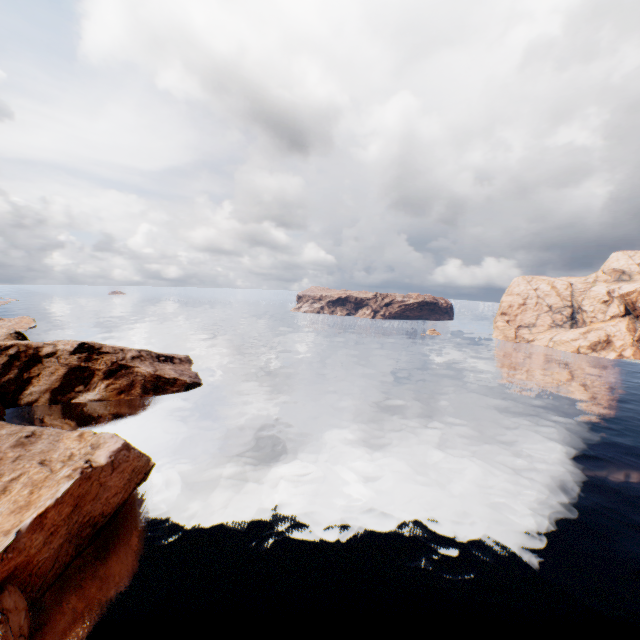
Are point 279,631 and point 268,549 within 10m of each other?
yes
